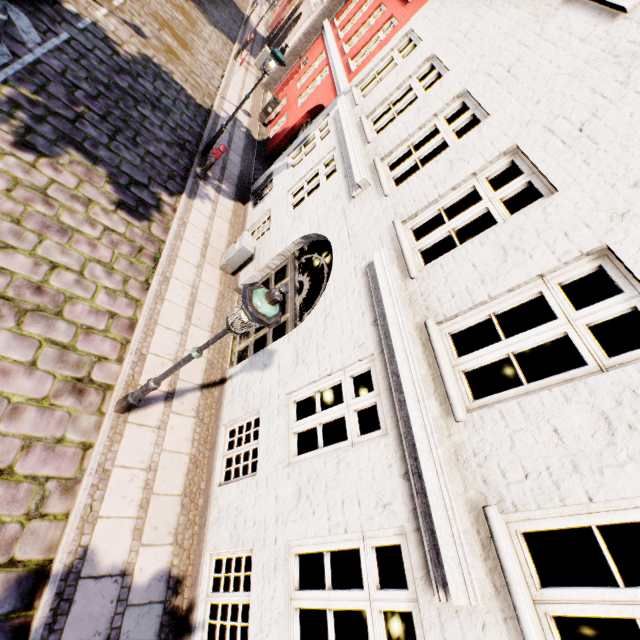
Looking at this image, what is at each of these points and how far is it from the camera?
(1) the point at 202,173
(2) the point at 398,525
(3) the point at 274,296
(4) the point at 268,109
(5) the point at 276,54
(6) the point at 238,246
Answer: (1) hydrant, 9.7m
(2) building, 3.2m
(3) street light, 3.2m
(4) electrical box, 14.6m
(5) street light, 8.3m
(6) electrical box, 8.2m

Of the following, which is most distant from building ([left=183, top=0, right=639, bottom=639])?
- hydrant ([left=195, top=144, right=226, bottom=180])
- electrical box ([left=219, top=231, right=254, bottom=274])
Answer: hydrant ([left=195, top=144, right=226, bottom=180])

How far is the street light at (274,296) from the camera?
3.2m

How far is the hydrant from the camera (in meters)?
9.19

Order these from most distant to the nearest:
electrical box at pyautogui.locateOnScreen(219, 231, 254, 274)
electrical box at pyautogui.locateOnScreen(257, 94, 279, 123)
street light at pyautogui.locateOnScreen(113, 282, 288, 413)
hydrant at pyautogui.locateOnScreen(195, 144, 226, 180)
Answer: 1. electrical box at pyautogui.locateOnScreen(257, 94, 279, 123)
2. hydrant at pyautogui.locateOnScreen(195, 144, 226, 180)
3. electrical box at pyautogui.locateOnScreen(219, 231, 254, 274)
4. street light at pyautogui.locateOnScreen(113, 282, 288, 413)

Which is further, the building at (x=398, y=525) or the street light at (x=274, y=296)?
the street light at (x=274, y=296)

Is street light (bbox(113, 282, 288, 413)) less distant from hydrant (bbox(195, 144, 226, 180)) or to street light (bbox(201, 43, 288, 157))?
hydrant (bbox(195, 144, 226, 180))

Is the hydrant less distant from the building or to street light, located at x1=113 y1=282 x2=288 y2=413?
the building
